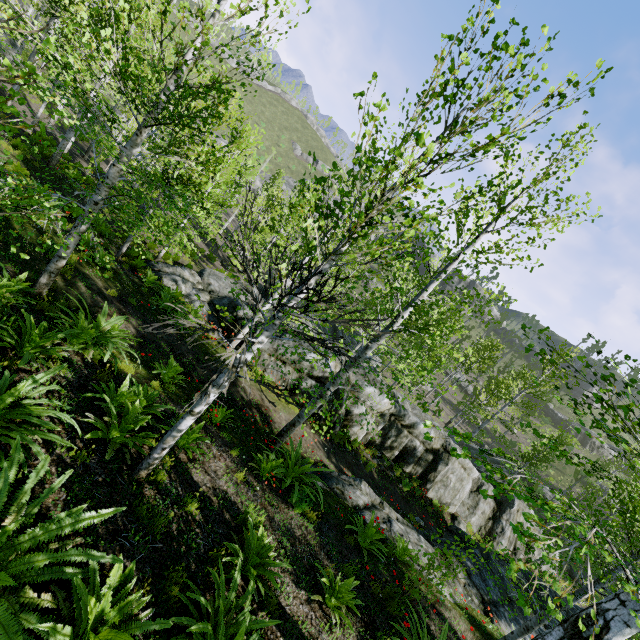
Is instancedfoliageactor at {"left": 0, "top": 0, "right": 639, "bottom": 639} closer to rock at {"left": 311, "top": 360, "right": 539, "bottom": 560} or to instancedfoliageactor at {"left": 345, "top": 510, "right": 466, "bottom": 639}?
rock at {"left": 311, "top": 360, "right": 539, "bottom": 560}

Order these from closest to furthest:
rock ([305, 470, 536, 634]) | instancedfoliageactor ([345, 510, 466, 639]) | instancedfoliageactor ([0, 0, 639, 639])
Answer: instancedfoliageactor ([0, 0, 639, 639]) < instancedfoliageactor ([345, 510, 466, 639]) < rock ([305, 470, 536, 634])

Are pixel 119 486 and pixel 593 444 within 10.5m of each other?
no

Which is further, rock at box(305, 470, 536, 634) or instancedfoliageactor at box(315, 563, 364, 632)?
rock at box(305, 470, 536, 634)

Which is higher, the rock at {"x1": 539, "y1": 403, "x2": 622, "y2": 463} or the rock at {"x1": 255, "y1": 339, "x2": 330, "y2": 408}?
the rock at {"x1": 539, "y1": 403, "x2": 622, "y2": 463}

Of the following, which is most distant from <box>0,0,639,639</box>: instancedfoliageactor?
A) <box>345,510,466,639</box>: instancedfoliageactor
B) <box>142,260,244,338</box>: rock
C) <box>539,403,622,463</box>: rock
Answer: <box>539,403,622,463</box>: rock

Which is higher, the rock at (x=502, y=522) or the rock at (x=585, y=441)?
the rock at (x=585, y=441)

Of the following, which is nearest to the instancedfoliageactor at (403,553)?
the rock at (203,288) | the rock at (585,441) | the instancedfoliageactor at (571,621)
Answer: the rock at (203,288)
